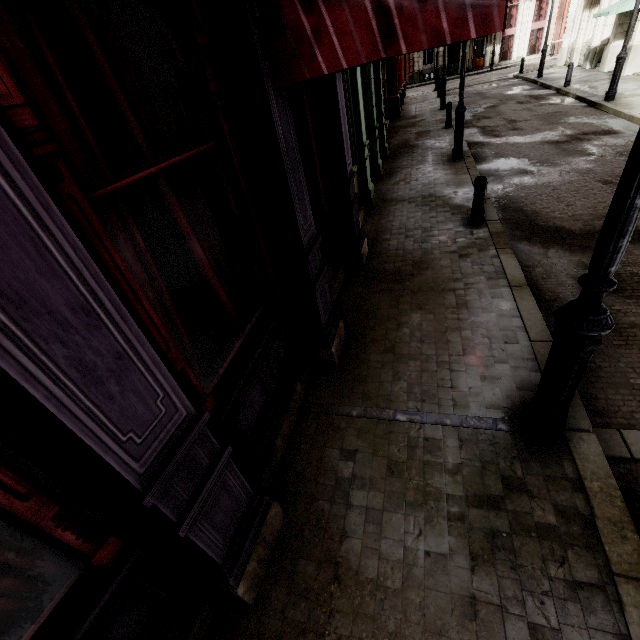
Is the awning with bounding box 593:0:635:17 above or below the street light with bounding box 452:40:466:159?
above

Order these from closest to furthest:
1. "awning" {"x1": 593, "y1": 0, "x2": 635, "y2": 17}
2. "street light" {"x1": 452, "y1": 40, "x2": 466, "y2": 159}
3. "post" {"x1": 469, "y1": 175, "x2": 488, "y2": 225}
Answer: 1. "post" {"x1": 469, "y1": 175, "x2": 488, "y2": 225}
2. "street light" {"x1": 452, "y1": 40, "x2": 466, "y2": 159}
3. "awning" {"x1": 593, "y1": 0, "x2": 635, "y2": 17}

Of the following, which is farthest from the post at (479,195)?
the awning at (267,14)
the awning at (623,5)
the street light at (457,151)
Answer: the awning at (623,5)

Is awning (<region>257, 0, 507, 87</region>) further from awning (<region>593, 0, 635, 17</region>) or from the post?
awning (<region>593, 0, 635, 17</region>)

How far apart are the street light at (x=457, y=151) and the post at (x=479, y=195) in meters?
4.7

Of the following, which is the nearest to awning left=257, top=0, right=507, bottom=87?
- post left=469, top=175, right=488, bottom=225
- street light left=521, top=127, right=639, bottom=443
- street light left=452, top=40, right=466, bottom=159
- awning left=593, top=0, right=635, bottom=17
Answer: street light left=521, top=127, right=639, bottom=443

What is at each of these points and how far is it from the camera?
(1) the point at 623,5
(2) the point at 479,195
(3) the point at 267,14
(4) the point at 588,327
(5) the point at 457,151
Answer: (1) awning, 14.34m
(2) post, 6.41m
(3) awning, 2.45m
(4) street light, 2.20m
(5) street light, 10.25m

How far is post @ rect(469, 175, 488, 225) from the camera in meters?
6.3
